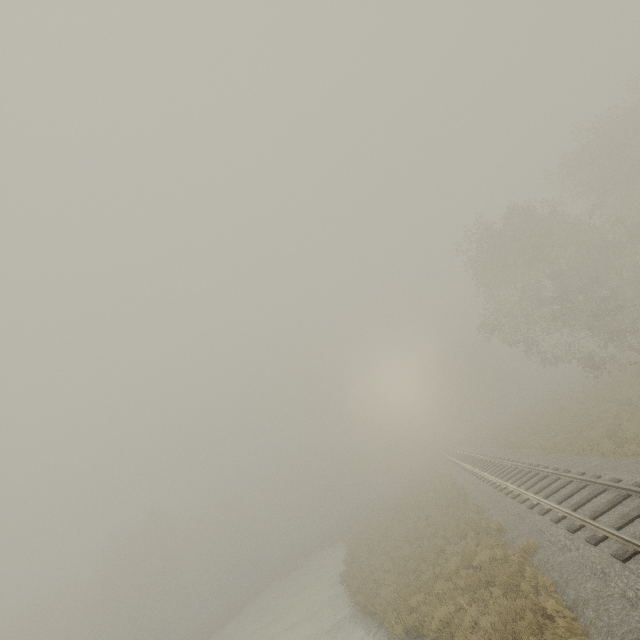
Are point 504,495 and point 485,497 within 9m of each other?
yes
